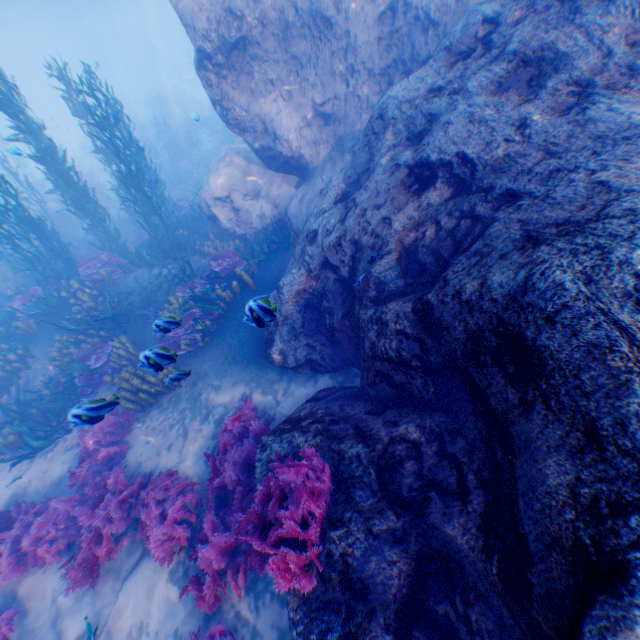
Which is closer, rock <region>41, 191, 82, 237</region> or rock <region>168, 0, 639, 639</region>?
rock <region>168, 0, 639, 639</region>

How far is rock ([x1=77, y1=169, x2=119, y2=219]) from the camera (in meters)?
19.42

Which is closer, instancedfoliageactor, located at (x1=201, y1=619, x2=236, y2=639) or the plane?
instancedfoliageactor, located at (x1=201, y1=619, x2=236, y2=639)

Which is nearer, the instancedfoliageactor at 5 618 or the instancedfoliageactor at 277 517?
the instancedfoliageactor at 277 517

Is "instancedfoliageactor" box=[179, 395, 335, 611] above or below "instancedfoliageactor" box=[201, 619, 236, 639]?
above

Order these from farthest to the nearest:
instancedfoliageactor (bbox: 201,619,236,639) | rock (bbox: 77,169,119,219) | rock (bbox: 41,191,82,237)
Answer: rock (bbox: 77,169,119,219)
rock (bbox: 41,191,82,237)
instancedfoliageactor (bbox: 201,619,236,639)

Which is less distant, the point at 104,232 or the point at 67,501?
the point at 67,501

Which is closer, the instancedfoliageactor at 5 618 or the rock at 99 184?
the instancedfoliageactor at 5 618
